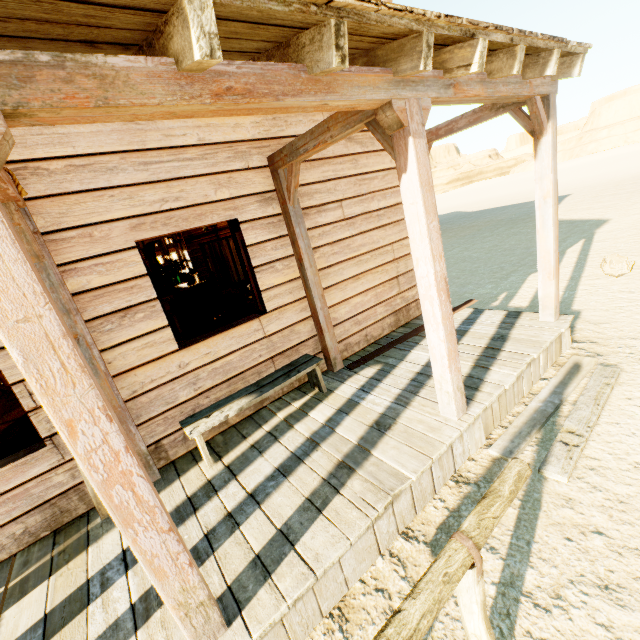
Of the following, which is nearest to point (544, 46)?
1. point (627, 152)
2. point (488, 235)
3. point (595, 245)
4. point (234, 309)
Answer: point (595, 245)

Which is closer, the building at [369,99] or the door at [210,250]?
the building at [369,99]

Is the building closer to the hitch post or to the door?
the door

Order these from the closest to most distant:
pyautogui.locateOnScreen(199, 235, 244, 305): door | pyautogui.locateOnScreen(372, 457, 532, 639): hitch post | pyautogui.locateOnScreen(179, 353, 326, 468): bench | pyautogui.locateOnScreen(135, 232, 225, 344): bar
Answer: pyautogui.locateOnScreen(372, 457, 532, 639): hitch post < pyautogui.locateOnScreen(179, 353, 326, 468): bench < pyautogui.locateOnScreen(135, 232, 225, 344): bar < pyautogui.locateOnScreen(199, 235, 244, 305): door

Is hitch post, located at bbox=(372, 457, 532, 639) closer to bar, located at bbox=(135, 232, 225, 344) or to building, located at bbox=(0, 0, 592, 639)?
building, located at bbox=(0, 0, 592, 639)

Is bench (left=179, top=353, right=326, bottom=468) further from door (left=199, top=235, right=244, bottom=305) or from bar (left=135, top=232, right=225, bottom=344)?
door (left=199, top=235, right=244, bottom=305)

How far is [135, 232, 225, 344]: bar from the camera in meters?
7.5

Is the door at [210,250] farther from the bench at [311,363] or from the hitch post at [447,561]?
the hitch post at [447,561]
